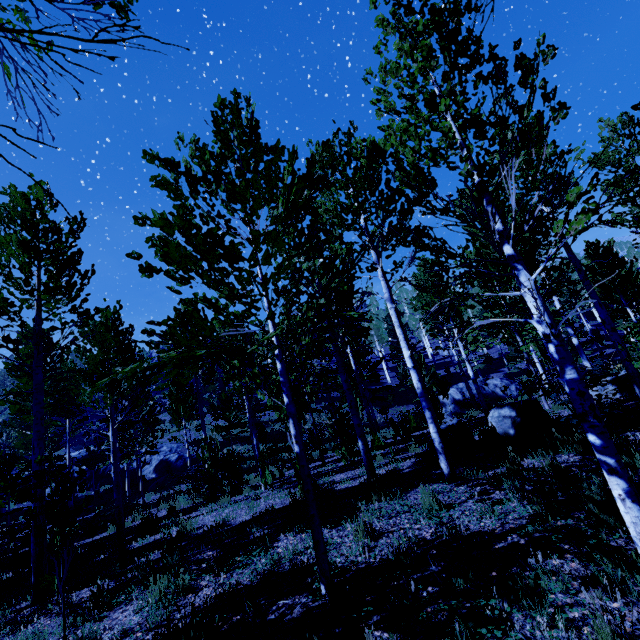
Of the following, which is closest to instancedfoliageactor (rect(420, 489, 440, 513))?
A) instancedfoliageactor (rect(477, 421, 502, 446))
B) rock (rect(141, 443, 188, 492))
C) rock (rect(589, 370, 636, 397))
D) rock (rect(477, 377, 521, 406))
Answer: rock (rect(141, 443, 188, 492))

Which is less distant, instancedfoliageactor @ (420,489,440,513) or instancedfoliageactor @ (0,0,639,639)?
instancedfoliageactor @ (0,0,639,639)

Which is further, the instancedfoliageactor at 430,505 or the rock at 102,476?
the rock at 102,476

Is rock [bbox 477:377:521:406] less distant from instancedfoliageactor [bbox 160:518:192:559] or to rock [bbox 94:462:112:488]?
instancedfoliageactor [bbox 160:518:192:559]

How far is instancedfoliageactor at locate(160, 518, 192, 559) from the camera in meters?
6.1 m

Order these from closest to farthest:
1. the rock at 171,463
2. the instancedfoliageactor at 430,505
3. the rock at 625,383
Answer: the instancedfoliageactor at 430,505 → the rock at 625,383 → the rock at 171,463

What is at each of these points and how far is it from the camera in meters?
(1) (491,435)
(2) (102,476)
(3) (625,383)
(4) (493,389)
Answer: (1) instancedfoliageactor, 7.7
(2) rock, 27.5
(3) rock, 9.7
(4) rock, 24.6
